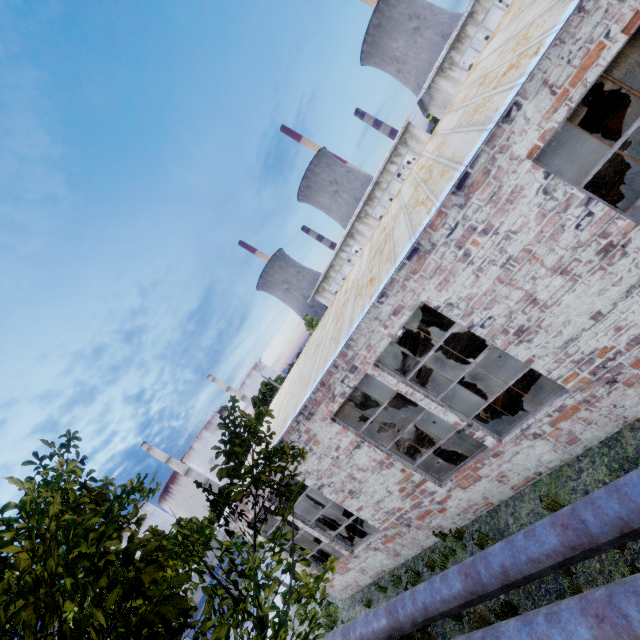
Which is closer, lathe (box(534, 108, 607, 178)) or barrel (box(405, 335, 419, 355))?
lathe (box(534, 108, 607, 178))

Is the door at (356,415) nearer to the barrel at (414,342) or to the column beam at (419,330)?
the barrel at (414,342)

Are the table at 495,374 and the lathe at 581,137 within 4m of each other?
no

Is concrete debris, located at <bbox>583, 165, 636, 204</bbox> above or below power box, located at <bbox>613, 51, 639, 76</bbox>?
below

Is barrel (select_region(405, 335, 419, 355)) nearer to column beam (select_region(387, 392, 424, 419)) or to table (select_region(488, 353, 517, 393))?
column beam (select_region(387, 392, 424, 419))

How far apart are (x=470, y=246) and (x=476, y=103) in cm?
296

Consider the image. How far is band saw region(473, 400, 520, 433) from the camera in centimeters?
728cm

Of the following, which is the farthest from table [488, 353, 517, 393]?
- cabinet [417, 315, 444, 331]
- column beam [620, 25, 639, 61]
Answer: column beam [620, 25, 639, 61]
